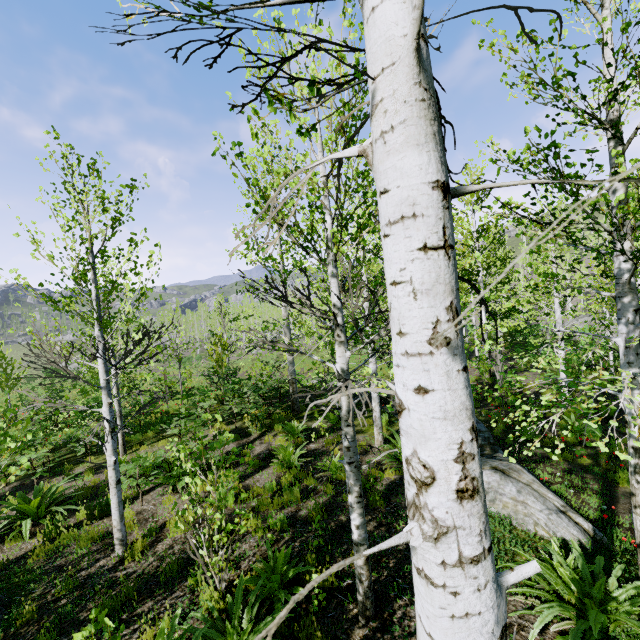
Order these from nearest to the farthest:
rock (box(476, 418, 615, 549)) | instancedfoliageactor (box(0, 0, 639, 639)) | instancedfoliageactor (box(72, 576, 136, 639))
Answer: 1. instancedfoliageactor (box(0, 0, 639, 639))
2. instancedfoliageactor (box(72, 576, 136, 639))
3. rock (box(476, 418, 615, 549))

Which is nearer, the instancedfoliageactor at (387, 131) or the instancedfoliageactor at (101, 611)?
the instancedfoliageactor at (387, 131)

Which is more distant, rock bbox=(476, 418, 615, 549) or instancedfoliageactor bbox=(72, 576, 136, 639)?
rock bbox=(476, 418, 615, 549)

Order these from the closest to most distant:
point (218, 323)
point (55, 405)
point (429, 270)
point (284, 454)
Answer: point (429, 270) → point (55, 405) → point (284, 454) → point (218, 323)

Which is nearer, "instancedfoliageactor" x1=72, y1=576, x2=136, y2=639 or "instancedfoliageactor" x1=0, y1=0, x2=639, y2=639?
"instancedfoliageactor" x1=0, y1=0, x2=639, y2=639

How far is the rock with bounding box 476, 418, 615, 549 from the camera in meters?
5.3

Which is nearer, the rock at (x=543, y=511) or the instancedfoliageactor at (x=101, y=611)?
the instancedfoliageactor at (x=101, y=611)

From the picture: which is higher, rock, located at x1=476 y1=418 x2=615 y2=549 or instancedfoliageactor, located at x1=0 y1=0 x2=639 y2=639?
instancedfoliageactor, located at x1=0 y1=0 x2=639 y2=639
